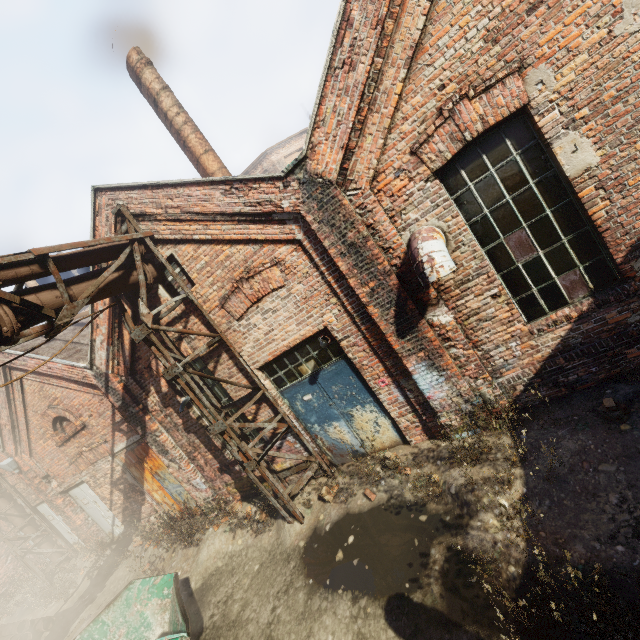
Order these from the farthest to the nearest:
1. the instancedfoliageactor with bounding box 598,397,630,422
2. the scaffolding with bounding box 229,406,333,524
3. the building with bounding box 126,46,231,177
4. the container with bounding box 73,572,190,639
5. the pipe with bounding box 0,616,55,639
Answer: the pipe with bounding box 0,616,55,639 < the building with bounding box 126,46,231,177 < the scaffolding with bounding box 229,406,333,524 < the container with bounding box 73,572,190,639 < the instancedfoliageactor with bounding box 598,397,630,422

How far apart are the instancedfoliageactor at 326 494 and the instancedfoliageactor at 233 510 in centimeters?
273cm

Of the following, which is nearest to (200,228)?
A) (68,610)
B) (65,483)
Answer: (65,483)

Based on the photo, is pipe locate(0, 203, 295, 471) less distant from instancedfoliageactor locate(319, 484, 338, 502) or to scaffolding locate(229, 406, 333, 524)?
scaffolding locate(229, 406, 333, 524)

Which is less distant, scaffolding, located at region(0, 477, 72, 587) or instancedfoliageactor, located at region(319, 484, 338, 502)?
instancedfoliageactor, located at region(319, 484, 338, 502)

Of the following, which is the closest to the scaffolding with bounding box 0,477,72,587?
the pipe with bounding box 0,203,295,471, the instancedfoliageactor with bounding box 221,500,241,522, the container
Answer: the pipe with bounding box 0,203,295,471

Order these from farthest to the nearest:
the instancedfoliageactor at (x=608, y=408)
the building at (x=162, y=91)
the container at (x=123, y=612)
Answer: the building at (x=162, y=91), the container at (x=123, y=612), the instancedfoliageactor at (x=608, y=408)

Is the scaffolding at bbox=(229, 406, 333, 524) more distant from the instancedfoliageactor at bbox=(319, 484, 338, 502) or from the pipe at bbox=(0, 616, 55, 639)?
the pipe at bbox=(0, 616, 55, 639)
